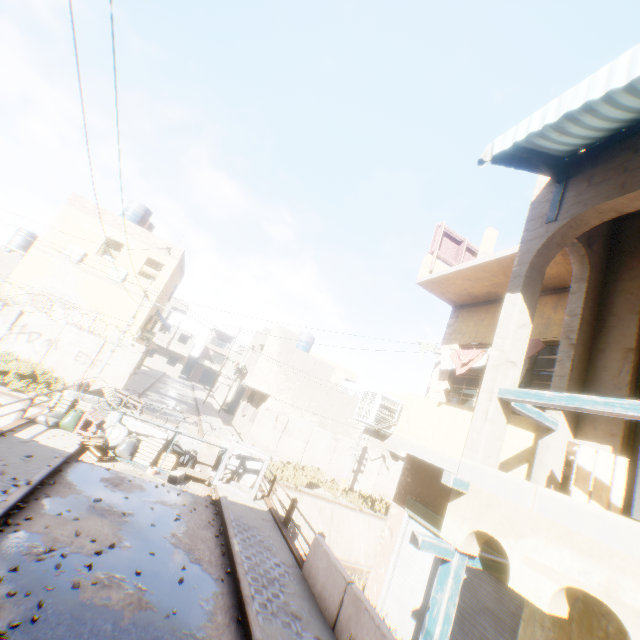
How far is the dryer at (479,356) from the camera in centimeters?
770cm

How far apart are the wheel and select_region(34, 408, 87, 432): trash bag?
0.6 meters

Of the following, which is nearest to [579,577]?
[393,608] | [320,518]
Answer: [393,608]

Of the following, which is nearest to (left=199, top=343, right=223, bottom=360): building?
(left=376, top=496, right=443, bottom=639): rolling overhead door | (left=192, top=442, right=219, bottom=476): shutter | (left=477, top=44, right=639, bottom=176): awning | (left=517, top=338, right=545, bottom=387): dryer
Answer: (left=192, top=442, right=219, bottom=476): shutter

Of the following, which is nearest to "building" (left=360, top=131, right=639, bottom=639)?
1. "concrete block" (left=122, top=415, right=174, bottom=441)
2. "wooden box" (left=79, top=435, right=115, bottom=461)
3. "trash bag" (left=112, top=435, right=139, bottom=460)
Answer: "concrete block" (left=122, top=415, right=174, bottom=441)

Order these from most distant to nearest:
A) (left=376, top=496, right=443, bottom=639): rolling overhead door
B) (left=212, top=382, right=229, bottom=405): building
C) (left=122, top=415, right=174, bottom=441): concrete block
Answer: (left=212, top=382, right=229, bottom=405): building, (left=122, top=415, right=174, bottom=441): concrete block, (left=376, top=496, right=443, bottom=639): rolling overhead door

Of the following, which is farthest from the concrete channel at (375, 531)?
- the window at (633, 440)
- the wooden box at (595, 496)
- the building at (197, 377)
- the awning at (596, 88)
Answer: the building at (197, 377)

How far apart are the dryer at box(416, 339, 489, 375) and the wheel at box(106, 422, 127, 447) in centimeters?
402cm
